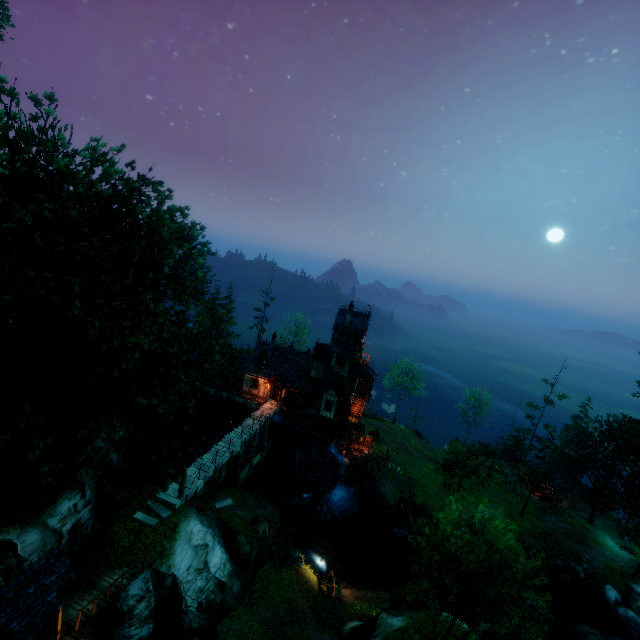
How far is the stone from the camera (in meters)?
21.86

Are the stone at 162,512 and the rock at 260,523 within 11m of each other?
yes

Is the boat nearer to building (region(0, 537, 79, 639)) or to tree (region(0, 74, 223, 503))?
tree (region(0, 74, 223, 503))

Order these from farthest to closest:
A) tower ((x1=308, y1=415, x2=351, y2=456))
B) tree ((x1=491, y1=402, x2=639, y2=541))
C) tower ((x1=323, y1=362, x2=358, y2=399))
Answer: tower ((x1=308, y1=415, x2=351, y2=456)), tower ((x1=323, y1=362, x2=358, y2=399)), tree ((x1=491, y1=402, x2=639, y2=541))

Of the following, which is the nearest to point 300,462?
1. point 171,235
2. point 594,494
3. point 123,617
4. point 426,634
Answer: point 426,634

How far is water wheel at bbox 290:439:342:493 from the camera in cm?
3784

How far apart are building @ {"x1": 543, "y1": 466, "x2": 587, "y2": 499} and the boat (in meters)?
33.02

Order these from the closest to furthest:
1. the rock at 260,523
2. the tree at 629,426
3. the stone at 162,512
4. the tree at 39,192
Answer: the tree at 39,192, the stone at 162,512, the rock at 260,523, the tree at 629,426
